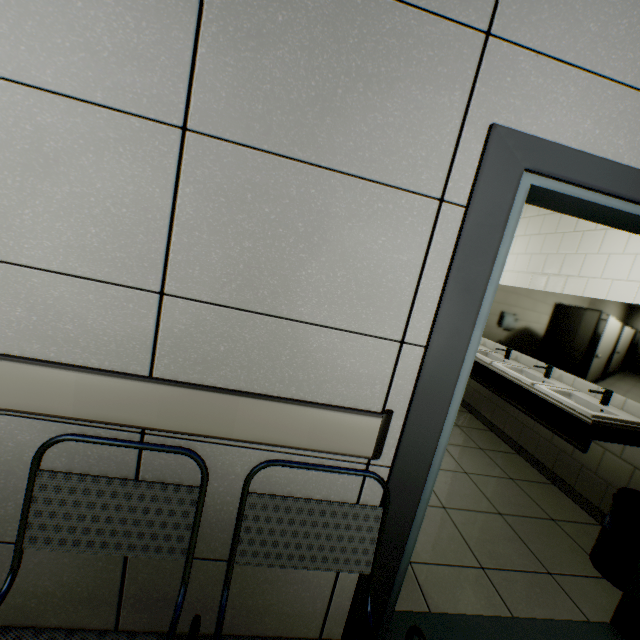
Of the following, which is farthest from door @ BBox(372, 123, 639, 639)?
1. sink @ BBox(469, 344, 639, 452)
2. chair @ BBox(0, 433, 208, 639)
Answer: sink @ BBox(469, 344, 639, 452)

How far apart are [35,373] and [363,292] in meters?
1.0 m

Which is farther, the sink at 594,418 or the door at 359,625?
the sink at 594,418

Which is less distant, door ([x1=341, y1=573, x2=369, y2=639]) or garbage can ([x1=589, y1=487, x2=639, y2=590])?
door ([x1=341, y1=573, x2=369, y2=639])

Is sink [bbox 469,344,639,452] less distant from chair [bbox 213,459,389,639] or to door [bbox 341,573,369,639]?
door [bbox 341,573,369,639]

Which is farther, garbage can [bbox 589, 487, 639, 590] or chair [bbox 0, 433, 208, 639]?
garbage can [bbox 589, 487, 639, 590]

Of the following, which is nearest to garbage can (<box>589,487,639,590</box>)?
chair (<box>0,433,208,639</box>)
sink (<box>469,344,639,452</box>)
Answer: sink (<box>469,344,639,452</box>)
